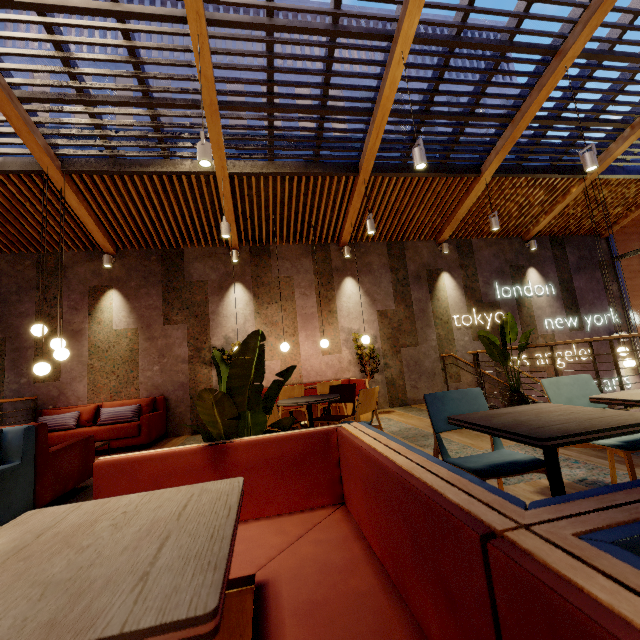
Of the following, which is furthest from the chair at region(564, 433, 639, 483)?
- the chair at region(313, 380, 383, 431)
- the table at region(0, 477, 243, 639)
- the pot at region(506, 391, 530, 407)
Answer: the pot at region(506, 391, 530, 407)

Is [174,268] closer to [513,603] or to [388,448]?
[388,448]

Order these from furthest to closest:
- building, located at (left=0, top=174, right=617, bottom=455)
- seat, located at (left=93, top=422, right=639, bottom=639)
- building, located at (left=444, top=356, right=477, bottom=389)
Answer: building, located at (left=444, top=356, right=477, bottom=389) → building, located at (left=0, top=174, right=617, bottom=455) → seat, located at (left=93, top=422, right=639, bottom=639)

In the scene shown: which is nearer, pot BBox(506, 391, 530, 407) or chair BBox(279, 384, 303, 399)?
pot BBox(506, 391, 530, 407)

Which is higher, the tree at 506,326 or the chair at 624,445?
the tree at 506,326

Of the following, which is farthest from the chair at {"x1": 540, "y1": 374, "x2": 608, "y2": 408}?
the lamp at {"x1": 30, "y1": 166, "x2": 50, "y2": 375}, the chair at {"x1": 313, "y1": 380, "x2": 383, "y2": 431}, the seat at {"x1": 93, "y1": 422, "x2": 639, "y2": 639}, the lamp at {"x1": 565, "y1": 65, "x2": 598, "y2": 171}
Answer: the lamp at {"x1": 30, "y1": 166, "x2": 50, "y2": 375}

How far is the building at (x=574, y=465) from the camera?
2.49m

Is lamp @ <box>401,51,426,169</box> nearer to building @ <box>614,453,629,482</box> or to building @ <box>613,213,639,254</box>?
building @ <box>614,453,629,482</box>
